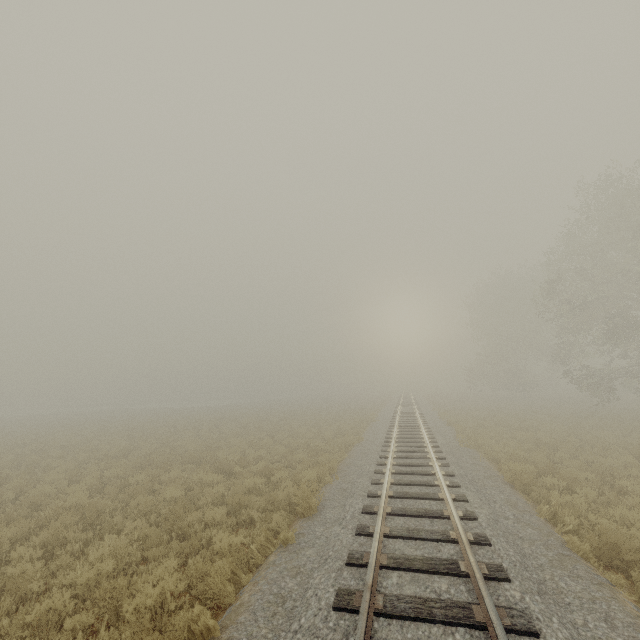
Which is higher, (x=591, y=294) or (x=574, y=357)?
(x=591, y=294)
